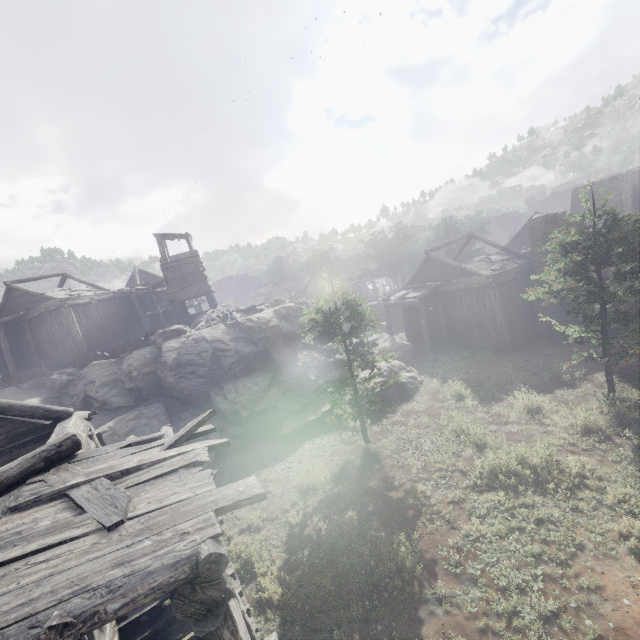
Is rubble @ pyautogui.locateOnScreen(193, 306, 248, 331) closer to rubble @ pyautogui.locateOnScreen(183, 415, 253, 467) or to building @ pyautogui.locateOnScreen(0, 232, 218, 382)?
building @ pyautogui.locateOnScreen(0, 232, 218, 382)

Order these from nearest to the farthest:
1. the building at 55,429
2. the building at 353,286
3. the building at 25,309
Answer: the building at 55,429 < the building at 25,309 < the building at 353,286

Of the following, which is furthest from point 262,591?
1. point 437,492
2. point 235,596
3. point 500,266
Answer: point 500,266

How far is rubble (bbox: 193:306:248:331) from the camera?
23.0 meters

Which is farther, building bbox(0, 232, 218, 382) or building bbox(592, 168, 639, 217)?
building bbox(592, 168, 639, 217)

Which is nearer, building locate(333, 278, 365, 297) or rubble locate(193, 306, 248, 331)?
rubble locate(193, 306, 248, 331)

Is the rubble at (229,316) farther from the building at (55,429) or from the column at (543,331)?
the column at (543,331)
